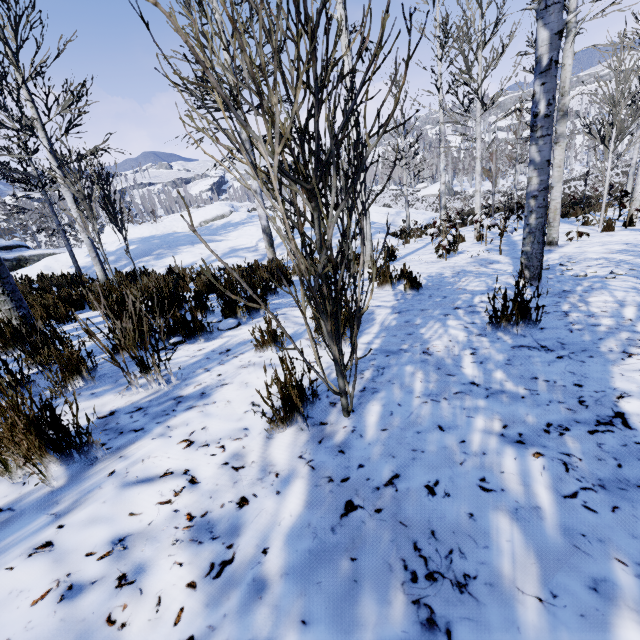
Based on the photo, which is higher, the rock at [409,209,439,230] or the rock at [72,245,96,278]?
the rock at [72,245,96,278]

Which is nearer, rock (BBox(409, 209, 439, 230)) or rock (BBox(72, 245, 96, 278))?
rock (BBox(72, 245, 96, 278))

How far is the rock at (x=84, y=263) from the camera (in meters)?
11.86

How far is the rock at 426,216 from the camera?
23.6 meters

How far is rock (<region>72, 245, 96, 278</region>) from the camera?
11.9 meters

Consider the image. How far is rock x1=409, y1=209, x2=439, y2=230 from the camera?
23.6m

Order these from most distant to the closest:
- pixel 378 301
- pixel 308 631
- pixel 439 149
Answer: pixel 439 149
pixel 378 301
pixel 308 631
